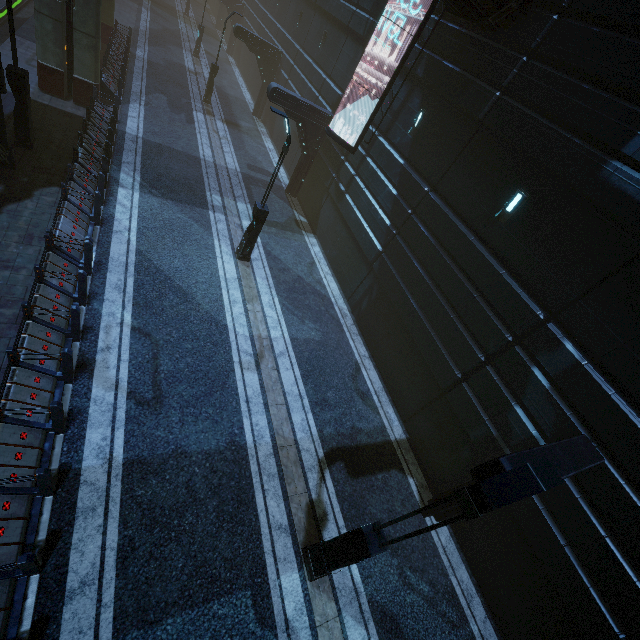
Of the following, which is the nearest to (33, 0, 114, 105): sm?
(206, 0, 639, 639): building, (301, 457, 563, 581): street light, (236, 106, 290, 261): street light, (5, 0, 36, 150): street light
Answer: (206, 0, 639, 639): building

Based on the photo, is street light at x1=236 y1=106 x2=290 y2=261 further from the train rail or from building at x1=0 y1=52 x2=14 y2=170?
the train rail

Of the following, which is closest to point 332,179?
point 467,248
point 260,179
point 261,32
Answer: point 260,179

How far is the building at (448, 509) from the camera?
8.8 meters

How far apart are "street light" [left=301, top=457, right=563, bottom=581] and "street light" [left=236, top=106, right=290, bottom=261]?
10.1 meters

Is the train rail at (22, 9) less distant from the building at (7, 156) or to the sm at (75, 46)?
the building at (7, 156)

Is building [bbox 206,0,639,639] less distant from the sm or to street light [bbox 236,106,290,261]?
the sm

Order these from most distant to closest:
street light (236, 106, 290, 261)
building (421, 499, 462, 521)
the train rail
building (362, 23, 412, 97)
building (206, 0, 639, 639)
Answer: the train rail
building (362, 23, 412, 97)
street light (236, 106, 290, 261)
building (421, 499, 462, 521)
building (206, 0, 639, 639)
